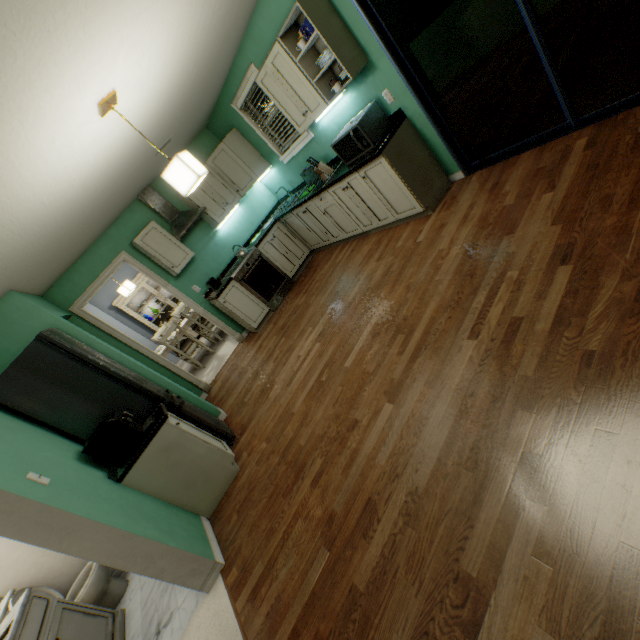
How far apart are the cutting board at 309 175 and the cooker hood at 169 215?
1.9m

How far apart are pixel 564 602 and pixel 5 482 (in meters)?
2.73

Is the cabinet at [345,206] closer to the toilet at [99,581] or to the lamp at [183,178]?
the lamp at [183,178]

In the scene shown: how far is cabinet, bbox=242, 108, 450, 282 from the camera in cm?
319

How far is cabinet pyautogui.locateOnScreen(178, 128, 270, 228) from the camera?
4.7 meters

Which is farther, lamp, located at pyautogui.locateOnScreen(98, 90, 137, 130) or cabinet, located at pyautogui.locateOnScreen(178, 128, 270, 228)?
cabinet, located at pyautogui.locateOnScreen(178, 128, 270, 228)

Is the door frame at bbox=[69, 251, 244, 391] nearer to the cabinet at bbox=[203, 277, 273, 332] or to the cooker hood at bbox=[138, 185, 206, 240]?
the cabinet at bbox=[203, 277, 273, 332]

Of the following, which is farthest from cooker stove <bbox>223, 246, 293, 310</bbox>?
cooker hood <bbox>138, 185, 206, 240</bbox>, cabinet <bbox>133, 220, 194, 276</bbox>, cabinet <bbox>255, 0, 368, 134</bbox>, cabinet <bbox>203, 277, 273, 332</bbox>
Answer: cabinet <bbox>255, 0, 368, 134</bbox>
